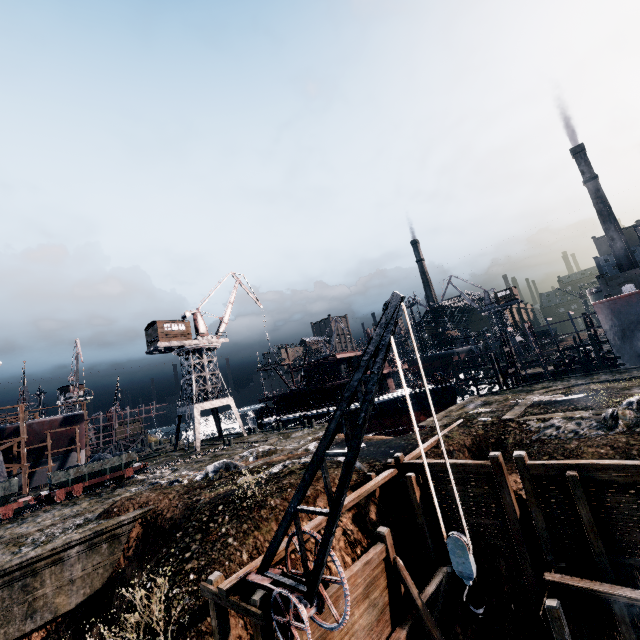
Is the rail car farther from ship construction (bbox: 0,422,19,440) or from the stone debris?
the stone debris

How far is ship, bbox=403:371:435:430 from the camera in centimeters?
3800cm

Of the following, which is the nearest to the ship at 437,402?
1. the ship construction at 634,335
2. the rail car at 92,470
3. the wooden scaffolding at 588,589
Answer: the ship construction at 634,335

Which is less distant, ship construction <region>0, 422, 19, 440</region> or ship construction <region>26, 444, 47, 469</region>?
ship construction <region>0, 422, 19, 440</region>

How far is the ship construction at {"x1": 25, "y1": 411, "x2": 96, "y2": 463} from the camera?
39.6m

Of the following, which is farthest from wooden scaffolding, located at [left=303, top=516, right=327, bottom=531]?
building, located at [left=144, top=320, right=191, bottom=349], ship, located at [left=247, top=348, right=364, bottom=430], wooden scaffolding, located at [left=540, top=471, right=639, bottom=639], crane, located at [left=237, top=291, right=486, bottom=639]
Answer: building, located at [left=144, top=320, right=191, bottom=349]

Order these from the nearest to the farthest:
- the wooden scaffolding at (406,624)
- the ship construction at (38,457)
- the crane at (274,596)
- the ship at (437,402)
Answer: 1. the crane at (274,596)
2. the wooden scaffolding at (406,624)
3. the ship at (437,402)
4. the ship construction at (38,457)

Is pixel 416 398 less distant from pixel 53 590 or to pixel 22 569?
pixel 53 590
